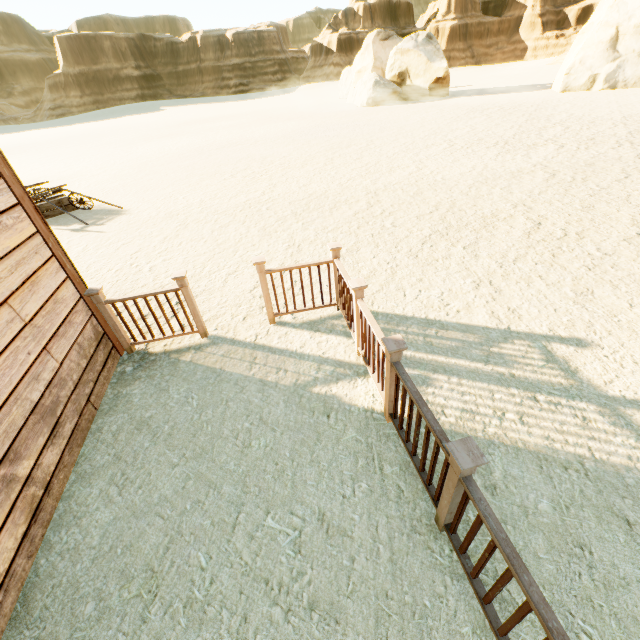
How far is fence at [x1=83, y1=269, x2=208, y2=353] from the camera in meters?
4.0

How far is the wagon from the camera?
9.63m

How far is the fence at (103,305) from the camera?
3.97m

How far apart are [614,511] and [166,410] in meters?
4.2

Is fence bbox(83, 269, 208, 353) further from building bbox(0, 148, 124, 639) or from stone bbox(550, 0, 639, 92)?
stone bbox(550, 0, 639, 92)

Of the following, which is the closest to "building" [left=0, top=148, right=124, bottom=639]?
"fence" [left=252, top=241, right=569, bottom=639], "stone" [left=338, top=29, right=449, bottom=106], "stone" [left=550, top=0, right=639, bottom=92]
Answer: "fence" [left=252, top=241, right=569, bottom=639]

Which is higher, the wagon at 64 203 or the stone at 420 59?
the stone at 420 59

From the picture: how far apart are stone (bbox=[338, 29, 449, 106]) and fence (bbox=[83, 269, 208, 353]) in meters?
32.7 m
